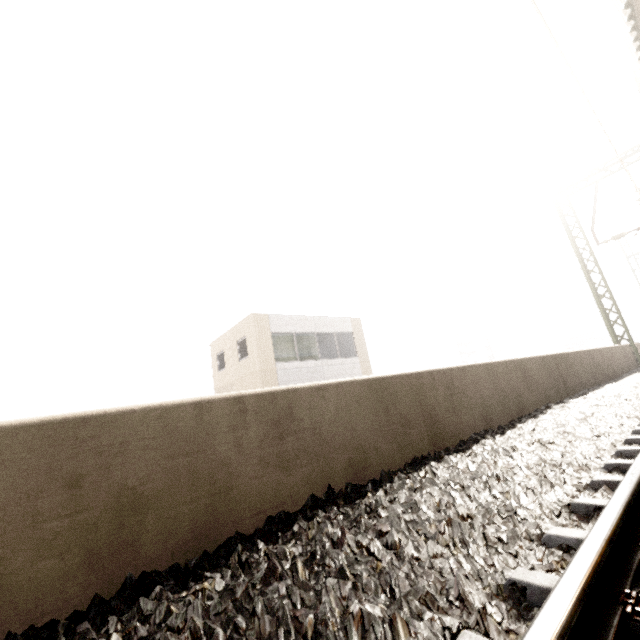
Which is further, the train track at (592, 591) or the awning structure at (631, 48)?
the awning structure at (631, 48)

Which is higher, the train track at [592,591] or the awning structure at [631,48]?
the awning structure at [631,48]

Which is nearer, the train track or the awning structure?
the train track

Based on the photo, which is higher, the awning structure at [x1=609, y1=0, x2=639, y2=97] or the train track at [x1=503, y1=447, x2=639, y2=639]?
the awning structure at [x1=609, y1=0, x2=639, y2=97]

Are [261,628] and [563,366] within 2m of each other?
no
